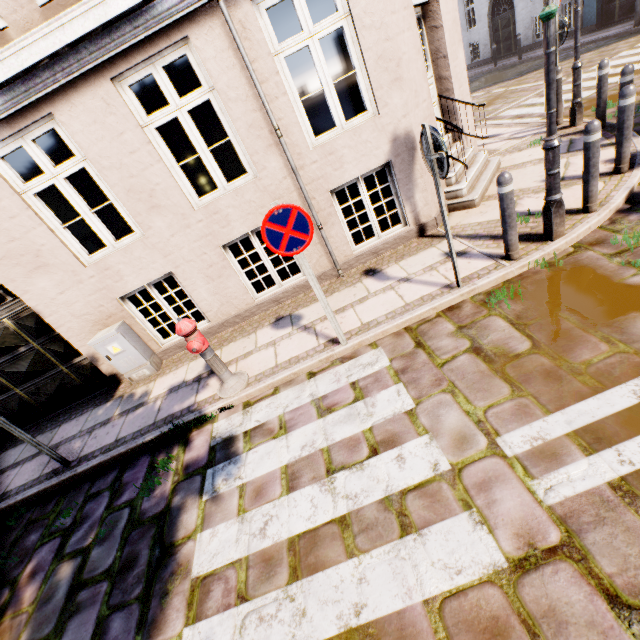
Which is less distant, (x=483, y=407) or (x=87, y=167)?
(x=483, y=407)

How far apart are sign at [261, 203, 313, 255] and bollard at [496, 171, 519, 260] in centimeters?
222cm

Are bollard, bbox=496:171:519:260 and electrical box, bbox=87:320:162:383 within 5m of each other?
no

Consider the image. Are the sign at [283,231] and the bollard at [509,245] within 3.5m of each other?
yes

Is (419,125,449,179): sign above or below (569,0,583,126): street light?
above

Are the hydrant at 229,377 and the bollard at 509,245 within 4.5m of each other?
yes

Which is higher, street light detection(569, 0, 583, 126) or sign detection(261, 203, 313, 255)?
sign detection(261, 203, 313, 255)

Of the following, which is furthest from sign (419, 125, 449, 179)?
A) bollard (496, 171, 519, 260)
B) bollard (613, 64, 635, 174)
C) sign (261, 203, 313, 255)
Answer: bollard (613, 64, 635, 174)
